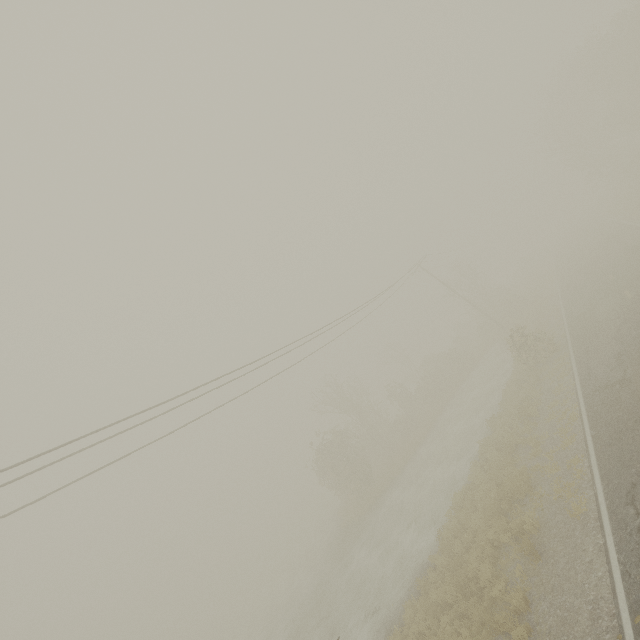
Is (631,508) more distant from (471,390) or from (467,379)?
(467,379)
